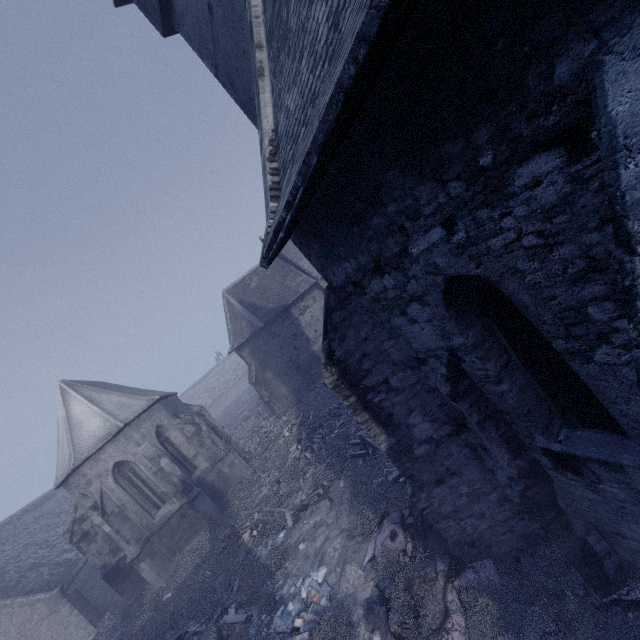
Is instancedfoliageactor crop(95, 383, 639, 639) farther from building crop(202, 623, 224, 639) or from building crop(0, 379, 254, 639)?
building crop(0, 379, 254, 639)

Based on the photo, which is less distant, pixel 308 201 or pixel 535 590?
pixel 308 201

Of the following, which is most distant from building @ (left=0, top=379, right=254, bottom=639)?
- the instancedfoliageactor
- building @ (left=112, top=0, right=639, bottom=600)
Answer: building @ (left=112, top=0, right=639, bottom=600)

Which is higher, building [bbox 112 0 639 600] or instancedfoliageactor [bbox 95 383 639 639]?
building [bbox 112 0 639 600]

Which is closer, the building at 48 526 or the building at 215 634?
the building at 215 634

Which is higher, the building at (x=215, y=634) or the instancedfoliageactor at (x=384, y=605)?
the building at (x=215, y=634)
